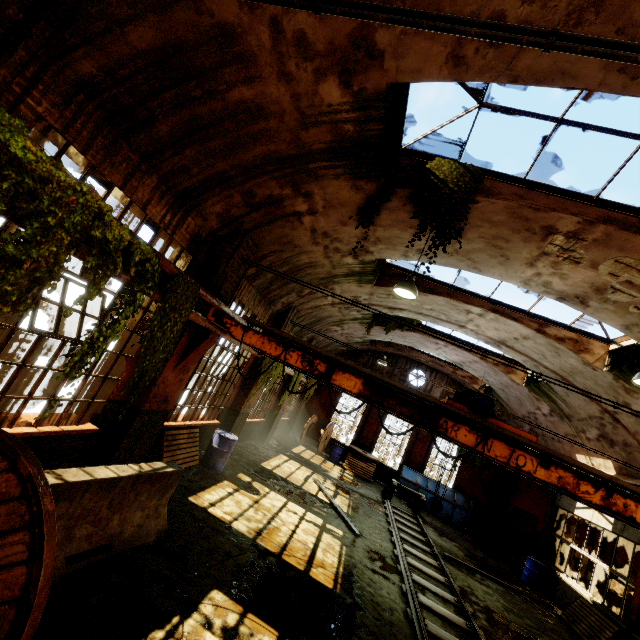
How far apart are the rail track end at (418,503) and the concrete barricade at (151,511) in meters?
12.0

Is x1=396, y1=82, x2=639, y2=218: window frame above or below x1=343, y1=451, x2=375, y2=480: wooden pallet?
above

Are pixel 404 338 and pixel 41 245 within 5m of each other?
no

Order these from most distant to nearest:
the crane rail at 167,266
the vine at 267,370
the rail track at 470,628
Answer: the vine at 267,370 < the rail track at 470,628 < the crane rail at 167,266

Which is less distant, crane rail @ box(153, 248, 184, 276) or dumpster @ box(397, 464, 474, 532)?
crane rail @ box(153, 248, 184, 276)

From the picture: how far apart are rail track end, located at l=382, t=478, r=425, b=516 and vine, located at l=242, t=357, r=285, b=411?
7.87m

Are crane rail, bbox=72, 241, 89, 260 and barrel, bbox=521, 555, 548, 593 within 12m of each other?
no

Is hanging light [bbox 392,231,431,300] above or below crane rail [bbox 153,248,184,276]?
above
